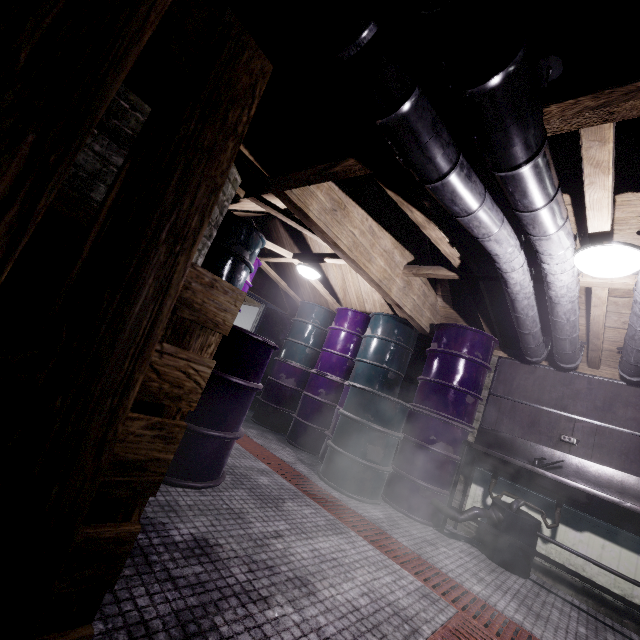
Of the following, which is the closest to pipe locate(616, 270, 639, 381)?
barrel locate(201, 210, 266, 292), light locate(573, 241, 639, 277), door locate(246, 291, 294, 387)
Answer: light locate(573, 241, 639, 277)

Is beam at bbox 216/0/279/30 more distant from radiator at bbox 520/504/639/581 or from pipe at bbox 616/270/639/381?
radiator at bbox 520/504/639/581

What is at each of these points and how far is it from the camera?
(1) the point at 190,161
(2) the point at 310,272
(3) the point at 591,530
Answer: (1) pallet, 0.6m
(2) light, 3.9m
(3) radiator, 2.8m

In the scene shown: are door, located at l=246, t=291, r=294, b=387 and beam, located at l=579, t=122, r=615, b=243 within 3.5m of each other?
no

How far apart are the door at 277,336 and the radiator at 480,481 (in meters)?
3.49

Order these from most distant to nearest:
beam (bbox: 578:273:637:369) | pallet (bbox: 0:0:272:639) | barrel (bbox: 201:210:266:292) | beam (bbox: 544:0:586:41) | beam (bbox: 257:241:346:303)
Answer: beam (bbox: 257:241:346:303), barrel (bbox: 201:210:266:292), beam (bbox: 578:273:637:369), beam (bbox: 544:0:586:41), pallet (bbox: 0:0:272:639)

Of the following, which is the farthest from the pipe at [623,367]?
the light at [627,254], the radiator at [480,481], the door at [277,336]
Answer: the door at [277,336]

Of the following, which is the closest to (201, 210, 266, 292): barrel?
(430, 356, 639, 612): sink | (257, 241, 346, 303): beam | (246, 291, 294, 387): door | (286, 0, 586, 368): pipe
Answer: (257, 241, 346, 303): beam
